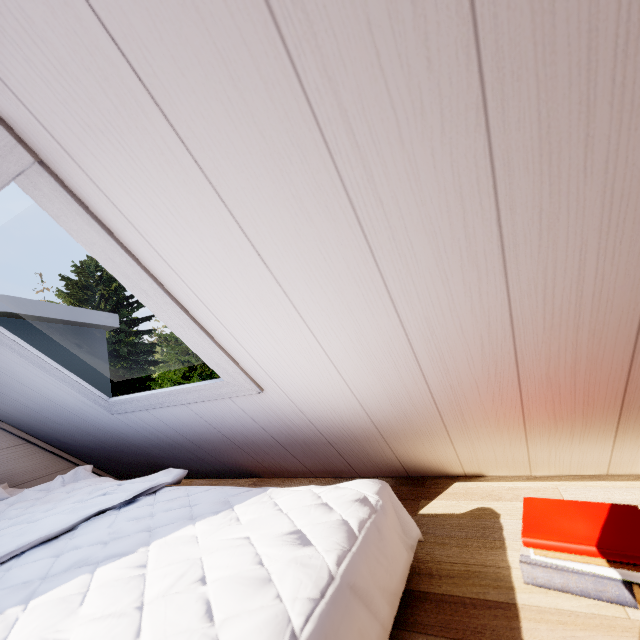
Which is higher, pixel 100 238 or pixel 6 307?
pixel 6 307

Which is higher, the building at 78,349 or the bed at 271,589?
the building at 78,349

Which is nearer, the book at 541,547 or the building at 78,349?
the book at 541,547

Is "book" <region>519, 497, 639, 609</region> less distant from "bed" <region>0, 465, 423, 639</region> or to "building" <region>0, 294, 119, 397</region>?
"bed" <region>0, 465, 423, 639</region>

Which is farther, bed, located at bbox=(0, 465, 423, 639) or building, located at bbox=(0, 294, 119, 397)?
building, located at bbox=(0, 294, 119, 397)

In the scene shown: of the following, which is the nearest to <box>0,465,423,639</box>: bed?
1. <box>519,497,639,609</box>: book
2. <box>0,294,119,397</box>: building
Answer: <box>519,497,639,609</box>: book
